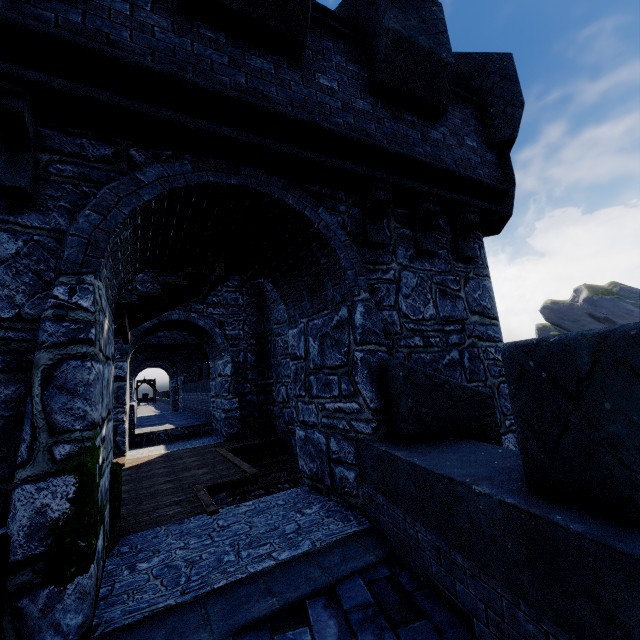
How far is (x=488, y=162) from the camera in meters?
5.9 m
